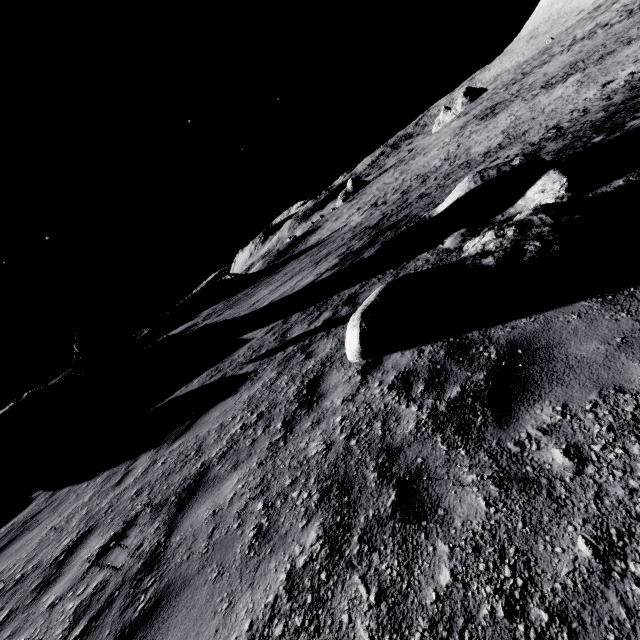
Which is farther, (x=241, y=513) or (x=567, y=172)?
(x=567, y=172)

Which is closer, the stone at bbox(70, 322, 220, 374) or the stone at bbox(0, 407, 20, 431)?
the stone at bbox(0, 407, 20, 431)

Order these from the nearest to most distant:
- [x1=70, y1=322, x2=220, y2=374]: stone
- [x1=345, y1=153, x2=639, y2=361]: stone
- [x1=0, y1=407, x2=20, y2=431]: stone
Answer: [x1=345, y1=153, x2=639, y2=361]: stone, [x1=0, y1=407, x2=20, y2=431]: stone, [x1=70, y1=322, x2=220, y2=374]: stone

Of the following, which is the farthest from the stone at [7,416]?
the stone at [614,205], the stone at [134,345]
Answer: the stone at [614,205]

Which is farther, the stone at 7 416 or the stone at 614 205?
the stone at 7 416

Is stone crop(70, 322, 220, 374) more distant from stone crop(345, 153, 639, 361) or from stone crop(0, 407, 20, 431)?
stone crop(345, 153, 639, 361)

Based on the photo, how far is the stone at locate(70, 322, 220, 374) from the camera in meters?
17.0 m

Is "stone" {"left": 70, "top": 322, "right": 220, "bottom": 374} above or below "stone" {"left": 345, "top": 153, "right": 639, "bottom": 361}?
above
